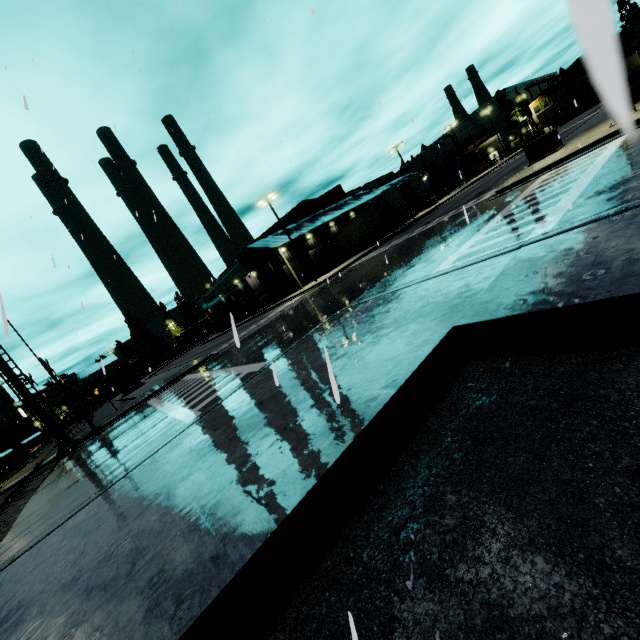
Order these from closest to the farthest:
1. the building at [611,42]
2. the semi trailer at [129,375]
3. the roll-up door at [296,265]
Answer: the building at [611,42]
the semi trailer at [129,375]
the roll-up door at [296,265]

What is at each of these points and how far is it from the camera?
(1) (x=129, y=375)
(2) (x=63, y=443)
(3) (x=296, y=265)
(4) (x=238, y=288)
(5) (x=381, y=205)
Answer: (1) semi trailer, 37.3 meters
(2) railroad crossing overhang, 18.4 meters
(3) roll-up door, 44.2 meters
(4) building, 48.4 meters
(5) semi trailer, 33.3 meters

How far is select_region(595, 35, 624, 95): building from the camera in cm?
10

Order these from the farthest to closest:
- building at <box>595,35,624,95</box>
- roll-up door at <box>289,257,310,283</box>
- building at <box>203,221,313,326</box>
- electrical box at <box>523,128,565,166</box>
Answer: roll-up door at <box>289,257,310,283</box>, building at <box>203,221,313,326</box>, electrical box at <box>523,128,565,166</box>, building at <box>595,35,624,95</box>

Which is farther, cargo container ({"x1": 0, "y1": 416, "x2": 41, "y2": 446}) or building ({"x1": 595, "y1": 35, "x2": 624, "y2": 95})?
cargo container ({"x1": 0, "y1": 416, "x2": 41, "y2": 446})

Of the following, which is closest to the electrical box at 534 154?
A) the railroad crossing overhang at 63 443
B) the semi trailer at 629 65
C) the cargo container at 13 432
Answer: the semi trailer at 629 65

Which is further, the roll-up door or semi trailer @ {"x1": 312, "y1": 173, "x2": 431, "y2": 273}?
the roll-up door
